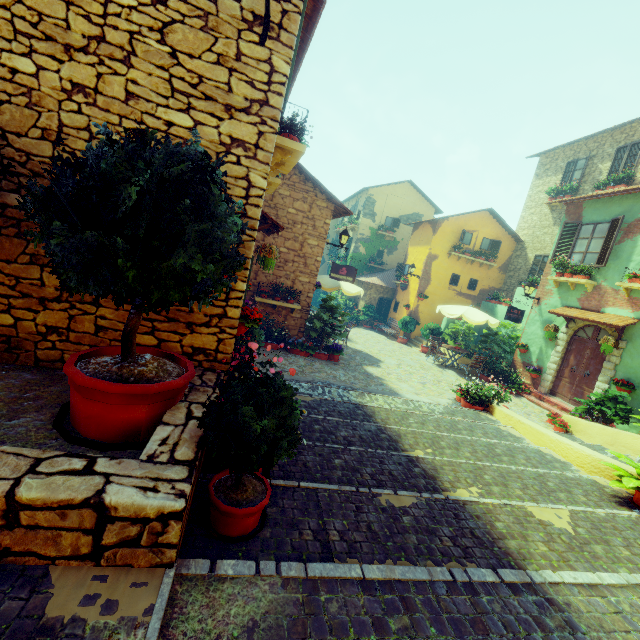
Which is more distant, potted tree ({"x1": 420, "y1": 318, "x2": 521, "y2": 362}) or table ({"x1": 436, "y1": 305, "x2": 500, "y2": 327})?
potted tree ({"x1": 420, "y1": 318, "x2": 521, "y2": 362})

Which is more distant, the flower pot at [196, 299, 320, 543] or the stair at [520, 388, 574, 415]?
the stair at [520, 388, 574, 415]

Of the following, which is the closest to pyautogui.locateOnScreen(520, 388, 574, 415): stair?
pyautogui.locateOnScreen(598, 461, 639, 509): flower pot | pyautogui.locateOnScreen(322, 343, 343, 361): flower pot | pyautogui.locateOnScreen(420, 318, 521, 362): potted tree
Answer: pyautogui.locateOnScreen(420, 318, 521, 362): potted tree

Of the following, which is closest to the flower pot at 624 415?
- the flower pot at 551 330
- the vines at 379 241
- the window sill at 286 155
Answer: the flower pot at 551 330

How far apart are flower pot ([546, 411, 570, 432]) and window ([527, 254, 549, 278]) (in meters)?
10.23

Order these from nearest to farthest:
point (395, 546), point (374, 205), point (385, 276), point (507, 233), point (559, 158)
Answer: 1. point (395, 546)
2. point (559, 158)
3. point (507, 233)
4. point (385, 276)
5. point (374, 205)

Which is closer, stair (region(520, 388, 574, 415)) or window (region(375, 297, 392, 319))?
stair (region(520, 388, 574, 415))

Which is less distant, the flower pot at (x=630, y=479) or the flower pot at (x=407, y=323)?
the flower pot at (x=630, y=479)
